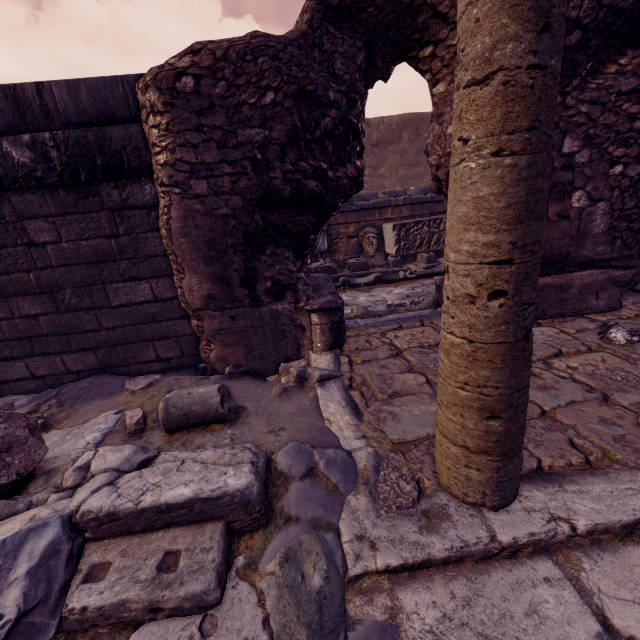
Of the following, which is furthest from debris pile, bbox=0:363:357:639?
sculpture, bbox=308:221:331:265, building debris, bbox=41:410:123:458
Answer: sculpture, bbox=308:221:331:265

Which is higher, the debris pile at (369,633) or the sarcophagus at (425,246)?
the sarcophagus at (425,246)

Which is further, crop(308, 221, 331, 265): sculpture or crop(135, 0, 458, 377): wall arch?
crop(308, 221, 331, 265): sculpture

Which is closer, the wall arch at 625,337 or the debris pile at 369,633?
the debris pile at 369,633

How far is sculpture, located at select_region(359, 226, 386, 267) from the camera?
8.1m

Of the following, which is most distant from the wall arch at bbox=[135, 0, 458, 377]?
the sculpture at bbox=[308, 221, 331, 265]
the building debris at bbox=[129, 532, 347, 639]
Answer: the sculpture at bbox=[308, 221, 331, 265]

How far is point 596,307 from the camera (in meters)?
3.34

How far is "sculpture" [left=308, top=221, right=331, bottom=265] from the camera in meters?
7.6 m
